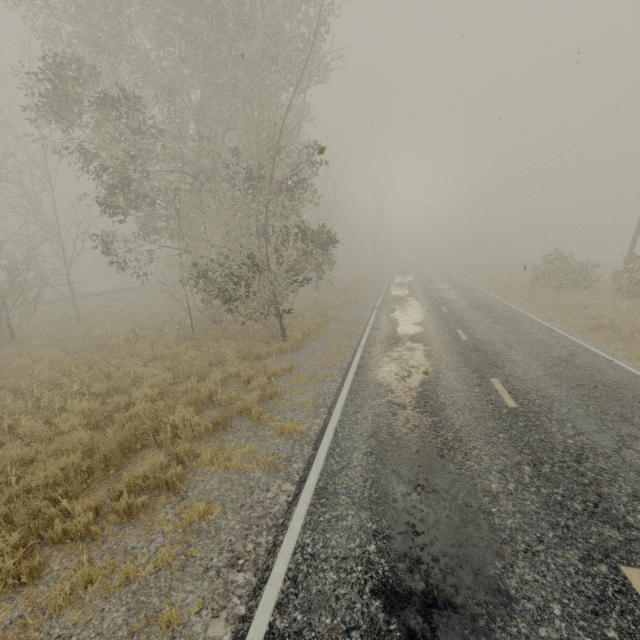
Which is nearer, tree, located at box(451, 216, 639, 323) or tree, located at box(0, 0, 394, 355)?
tree, located at box(0, 0, 394, 355)

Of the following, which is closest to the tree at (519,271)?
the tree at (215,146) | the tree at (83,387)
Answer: the tree at (215,146)

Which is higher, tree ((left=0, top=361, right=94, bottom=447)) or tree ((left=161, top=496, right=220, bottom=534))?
tree ((left=0, top=361, right=94, bottom=447))

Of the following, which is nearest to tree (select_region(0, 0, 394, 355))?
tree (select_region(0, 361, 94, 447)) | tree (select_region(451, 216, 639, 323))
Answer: tree (select_region(0, 361, 94, 447))

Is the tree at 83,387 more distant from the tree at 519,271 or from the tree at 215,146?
the tree at 519,271

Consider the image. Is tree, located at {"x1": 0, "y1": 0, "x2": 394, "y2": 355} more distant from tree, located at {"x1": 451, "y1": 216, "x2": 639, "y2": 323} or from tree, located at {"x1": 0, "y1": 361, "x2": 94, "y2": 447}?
tree, located at {"x1": 451, "y1": 216, "x2": 639, "y2": 323}

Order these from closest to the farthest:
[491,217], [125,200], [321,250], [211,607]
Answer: [211,607], [125,200], [321,250], [491,217]
